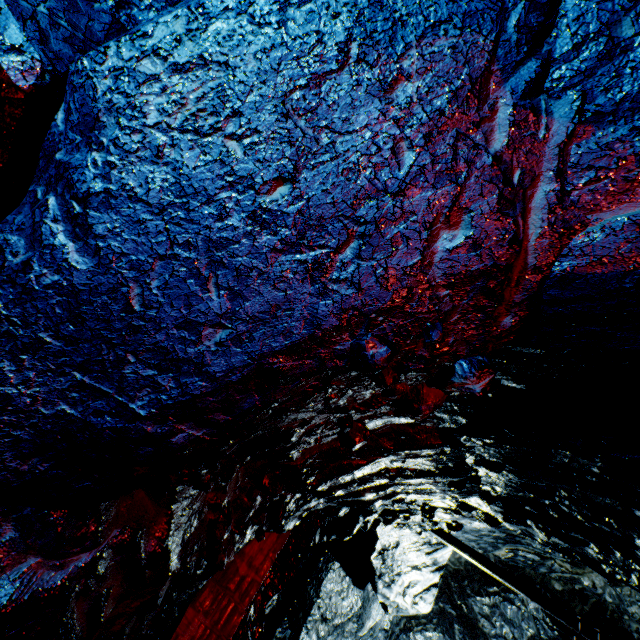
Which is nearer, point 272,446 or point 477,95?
point 477,95

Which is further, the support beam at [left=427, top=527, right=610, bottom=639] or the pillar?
the support beam at [left=427, top=527, right=610, bottom=639]

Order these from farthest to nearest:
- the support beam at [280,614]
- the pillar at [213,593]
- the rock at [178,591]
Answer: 1. the support beam at [280,614]
2. the pillar at [213,593]
3. the rock at [178,591]

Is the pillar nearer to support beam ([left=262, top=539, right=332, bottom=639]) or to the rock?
the rock

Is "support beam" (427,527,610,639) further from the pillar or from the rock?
the pillar

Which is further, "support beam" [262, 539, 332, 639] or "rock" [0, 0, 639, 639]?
"support beam" [262, 539, 332, 639]

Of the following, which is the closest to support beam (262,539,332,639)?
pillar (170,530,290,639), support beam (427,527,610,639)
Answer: support beam (427,527,610,639)

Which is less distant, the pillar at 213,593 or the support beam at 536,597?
the pillar at 213,593
